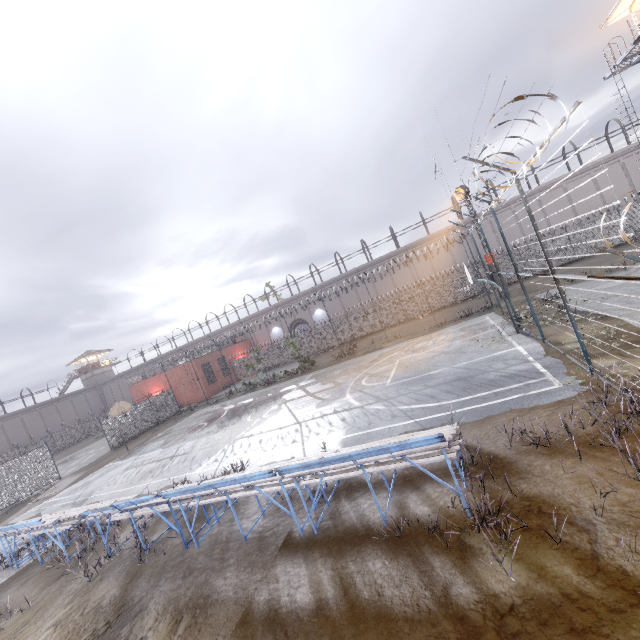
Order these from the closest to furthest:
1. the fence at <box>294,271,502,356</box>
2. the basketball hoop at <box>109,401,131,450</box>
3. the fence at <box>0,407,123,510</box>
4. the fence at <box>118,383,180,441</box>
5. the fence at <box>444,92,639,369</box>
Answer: the fence at <box>444,92,639,369</box> → the fence at <box>0,407,123,510</box> → the basketball hoop at <box>109,401,131,450</box> → the fence at <box>118,383,180,441</box> → the fence at <box>294,271,502,356</box>

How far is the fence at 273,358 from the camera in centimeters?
4050cm

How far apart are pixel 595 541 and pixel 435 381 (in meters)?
8.38

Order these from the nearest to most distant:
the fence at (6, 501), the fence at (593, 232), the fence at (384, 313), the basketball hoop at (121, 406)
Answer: the fence at (593, 232) < the fence at (6, 501) < the basketball hoop at (121, 406) < the fence at (384, 313)

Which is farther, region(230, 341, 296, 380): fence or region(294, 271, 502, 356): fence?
region(230, 341, 296, 380): fence

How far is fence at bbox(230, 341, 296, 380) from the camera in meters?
40.5

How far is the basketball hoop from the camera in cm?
2341
